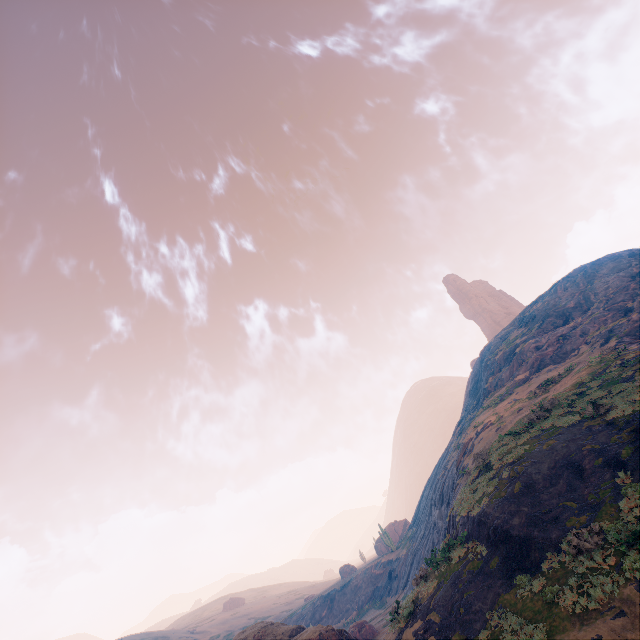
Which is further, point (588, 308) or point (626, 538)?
point (588, 308)

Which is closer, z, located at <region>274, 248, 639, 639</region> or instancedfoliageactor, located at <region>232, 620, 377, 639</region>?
z, located at <region>274, 248, 639, 639</region>

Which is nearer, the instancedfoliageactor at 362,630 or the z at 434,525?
the z at 434,525
